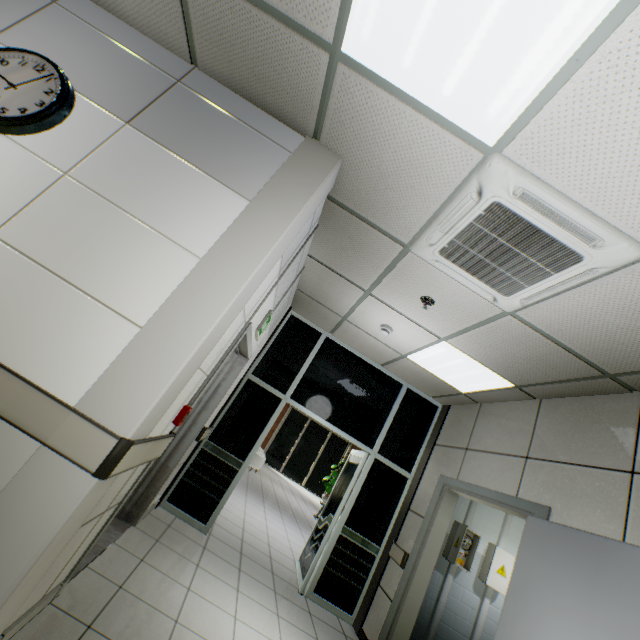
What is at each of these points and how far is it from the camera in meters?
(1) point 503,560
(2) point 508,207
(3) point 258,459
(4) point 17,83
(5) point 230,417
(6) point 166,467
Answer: (1) electrical shield door, 4.6
(2) air conditioning vent, 1.9
(3) sofa, 11.4
(4) clock, 1.9
(5) doorway, 4.7
(6) door, 3.6

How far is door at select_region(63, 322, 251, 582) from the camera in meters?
2.3

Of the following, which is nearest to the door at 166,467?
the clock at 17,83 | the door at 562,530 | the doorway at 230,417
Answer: the doorway at 230,417

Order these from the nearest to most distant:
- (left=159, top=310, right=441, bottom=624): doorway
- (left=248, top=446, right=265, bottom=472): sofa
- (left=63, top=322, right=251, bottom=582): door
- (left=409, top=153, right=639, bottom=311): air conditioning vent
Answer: (left=409, top=153, right=639, bottom=311): air conditioning vent
(left=63, top=322, right=251, bottom=582): door
(left=159, top=310, right=441, bottom=624): doorway
(left=248, top=446, right=265, bottom=472): sofa

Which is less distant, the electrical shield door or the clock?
the clock

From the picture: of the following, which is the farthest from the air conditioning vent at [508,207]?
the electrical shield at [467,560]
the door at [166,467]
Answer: the electrical shield at [467,560]

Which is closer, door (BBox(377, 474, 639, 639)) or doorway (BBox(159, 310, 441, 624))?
door (BBox(377, 474, 639, 639))

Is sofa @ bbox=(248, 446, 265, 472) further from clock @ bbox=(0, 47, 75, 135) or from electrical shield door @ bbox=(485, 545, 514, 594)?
clock @ bbox=(0, 47, 75, 135)
